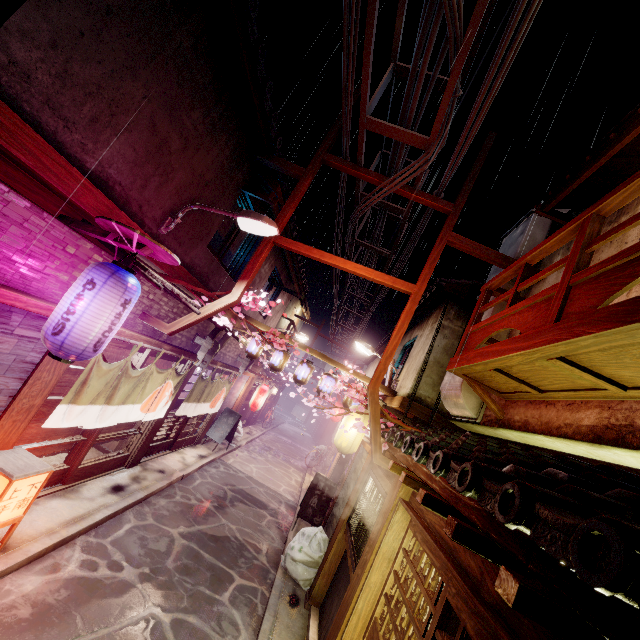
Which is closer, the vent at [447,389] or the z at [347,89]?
the z at [347,89]

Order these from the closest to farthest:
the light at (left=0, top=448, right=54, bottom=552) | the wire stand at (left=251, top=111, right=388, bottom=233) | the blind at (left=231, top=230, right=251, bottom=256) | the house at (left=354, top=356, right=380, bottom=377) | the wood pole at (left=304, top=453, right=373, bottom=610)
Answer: the light at (left=0, top=448, right=54, bottom=552)
the wood pole at (left=304, top=453, right=373, bottom=610)
the wire stand at (left=251, top=111, right=388, bottom=233)
the blind at (left=231, top=230, right=251, bottom=256)
the house at (left=354, top=356, right=380, bottom=377)

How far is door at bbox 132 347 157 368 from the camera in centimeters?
1118cm

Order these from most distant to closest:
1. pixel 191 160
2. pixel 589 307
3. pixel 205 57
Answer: pixel 191 160 → pixel 205 57 → pixel 589 307

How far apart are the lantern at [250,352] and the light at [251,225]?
8.19m

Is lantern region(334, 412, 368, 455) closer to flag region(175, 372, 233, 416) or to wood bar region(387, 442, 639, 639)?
wood bar region(387, 442, 639, 639)

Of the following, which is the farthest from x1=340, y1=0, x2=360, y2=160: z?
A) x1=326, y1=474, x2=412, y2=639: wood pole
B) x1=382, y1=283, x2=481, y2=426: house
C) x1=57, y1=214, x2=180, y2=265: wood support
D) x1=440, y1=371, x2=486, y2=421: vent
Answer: x1=326, y1=474, x2=412, y2=639: wood pole

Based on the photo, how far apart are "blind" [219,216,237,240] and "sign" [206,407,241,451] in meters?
13.0 m
